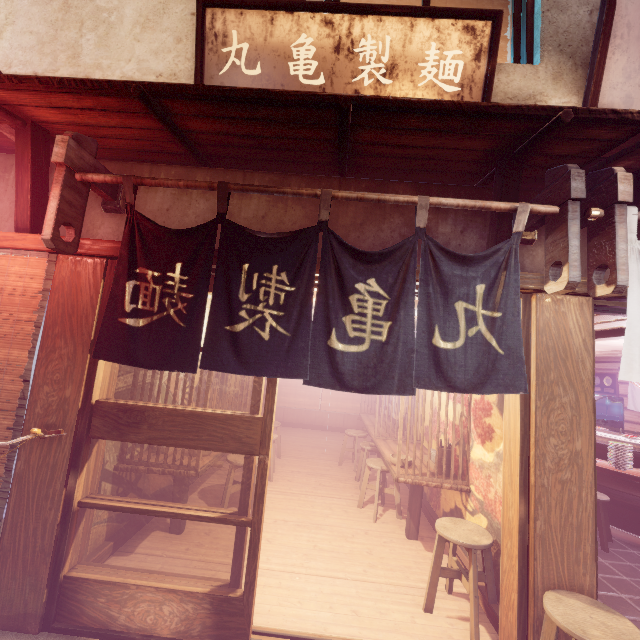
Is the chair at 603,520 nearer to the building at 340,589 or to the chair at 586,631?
the building at 340,589

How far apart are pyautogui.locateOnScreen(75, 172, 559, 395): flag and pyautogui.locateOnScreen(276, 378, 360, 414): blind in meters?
14.7

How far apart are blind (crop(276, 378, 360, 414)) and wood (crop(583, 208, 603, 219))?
14.81m

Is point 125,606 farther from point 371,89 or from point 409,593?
point 371,89

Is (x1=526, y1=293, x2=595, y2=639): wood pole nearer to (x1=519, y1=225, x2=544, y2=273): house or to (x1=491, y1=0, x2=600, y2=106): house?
(x1=519, y1=225, x2=544, y2=273): house

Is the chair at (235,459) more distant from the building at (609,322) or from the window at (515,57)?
the window at (515,57)

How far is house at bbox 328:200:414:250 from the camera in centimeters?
528cm

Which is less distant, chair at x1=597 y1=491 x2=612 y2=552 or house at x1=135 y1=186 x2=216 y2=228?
house at x1=135 y1=186 x2=216 y2=228
